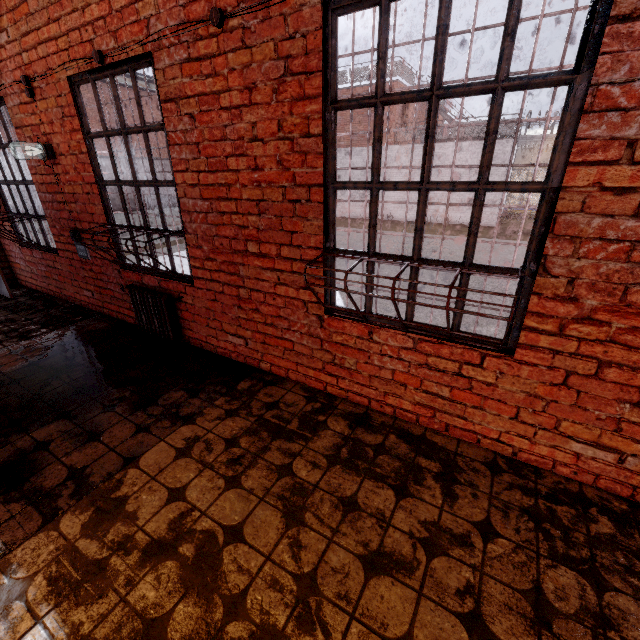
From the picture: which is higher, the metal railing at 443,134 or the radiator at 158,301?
the metal railing at 443,134

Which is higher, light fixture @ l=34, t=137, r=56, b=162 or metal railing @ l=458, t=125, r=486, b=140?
metal railing @ l=458, t=125, r=486, b=140

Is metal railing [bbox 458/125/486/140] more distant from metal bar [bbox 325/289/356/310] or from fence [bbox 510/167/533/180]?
metal bar [bbox 325/289/356/310]

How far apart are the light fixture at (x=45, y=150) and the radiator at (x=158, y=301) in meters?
1.7

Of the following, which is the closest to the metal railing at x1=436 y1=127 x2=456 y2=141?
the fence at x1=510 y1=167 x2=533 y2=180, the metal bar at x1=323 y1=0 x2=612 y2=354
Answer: the fence at x1=510 y1=167 x2=533 y2=180

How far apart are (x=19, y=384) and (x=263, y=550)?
3.1 meters

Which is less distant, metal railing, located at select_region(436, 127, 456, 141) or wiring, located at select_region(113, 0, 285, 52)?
wiring, located at select_region(113, 0, 285, 52)

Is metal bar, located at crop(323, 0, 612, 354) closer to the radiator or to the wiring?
the wiring
